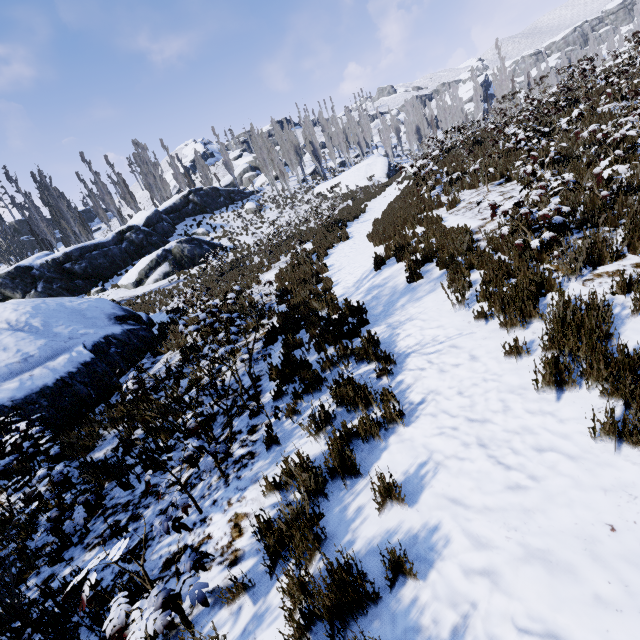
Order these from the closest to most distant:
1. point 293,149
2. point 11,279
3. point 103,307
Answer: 1. point 103,307
2. point 11,279
3. point 293,149

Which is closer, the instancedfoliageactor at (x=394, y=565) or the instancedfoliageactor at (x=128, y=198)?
the instancedfoliageactor at (x=394, y=565)

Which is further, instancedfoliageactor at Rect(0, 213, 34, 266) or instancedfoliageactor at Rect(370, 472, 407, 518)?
instancedfoliageactor at Rect(0, 213, 34, 266)

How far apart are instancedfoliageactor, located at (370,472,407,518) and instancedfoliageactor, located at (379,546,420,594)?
0.4 meters

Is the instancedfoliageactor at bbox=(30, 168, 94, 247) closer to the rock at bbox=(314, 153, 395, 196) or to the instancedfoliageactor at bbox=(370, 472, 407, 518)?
the rock at bbox=(314, 153, 395, 196)

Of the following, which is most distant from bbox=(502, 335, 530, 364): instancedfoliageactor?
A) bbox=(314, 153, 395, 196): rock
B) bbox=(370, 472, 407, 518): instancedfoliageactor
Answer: bbox=(370, 472, 407, 518): instancedfoliageactor

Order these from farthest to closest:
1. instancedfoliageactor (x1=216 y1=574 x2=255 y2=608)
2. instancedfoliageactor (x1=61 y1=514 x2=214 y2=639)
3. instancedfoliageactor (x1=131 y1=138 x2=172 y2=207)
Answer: instancedfoliageactor (x1=131 y1=138 x2=172 y2=207), instancedfoliageactor (x1=216 y1=574 x2=255 y2=608), instancedfoliageactor (x1=61 y1=514 x2=214 y2=639)

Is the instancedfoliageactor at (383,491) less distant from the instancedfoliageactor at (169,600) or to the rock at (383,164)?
the instancedfoliageactor at (169,600)
